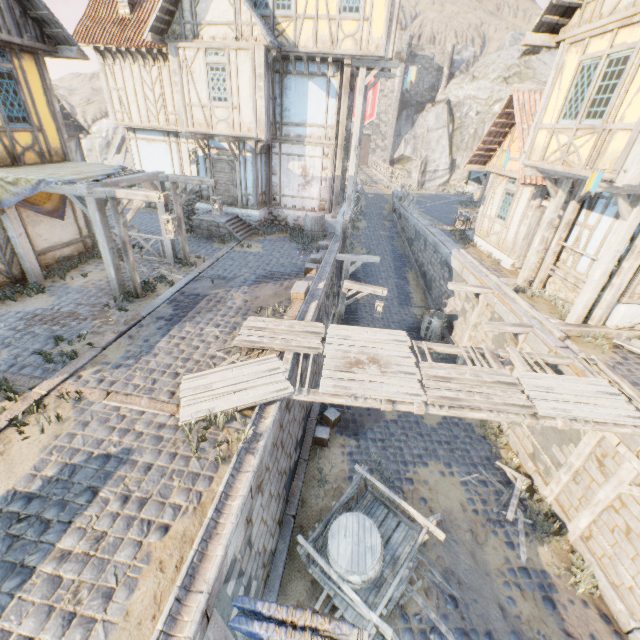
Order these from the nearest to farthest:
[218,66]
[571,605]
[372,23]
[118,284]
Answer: [571,605] < [118,284] < [372,23] < [218,66]

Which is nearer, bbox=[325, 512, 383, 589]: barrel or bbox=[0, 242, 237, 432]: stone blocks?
bbox=[325, 512, 383, 589]: barrel

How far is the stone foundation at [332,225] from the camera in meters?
15.5 m

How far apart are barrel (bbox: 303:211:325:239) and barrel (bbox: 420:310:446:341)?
5.9 meters

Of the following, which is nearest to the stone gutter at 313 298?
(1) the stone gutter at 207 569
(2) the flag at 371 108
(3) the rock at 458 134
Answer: (1) the stone gutter at 207 569

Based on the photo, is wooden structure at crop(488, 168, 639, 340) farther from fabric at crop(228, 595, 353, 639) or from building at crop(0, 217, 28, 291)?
building at crop(0, 217, 28, 291)

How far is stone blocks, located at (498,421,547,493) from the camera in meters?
8.5

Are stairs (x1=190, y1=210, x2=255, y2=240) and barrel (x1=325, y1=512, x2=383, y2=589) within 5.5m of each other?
no
